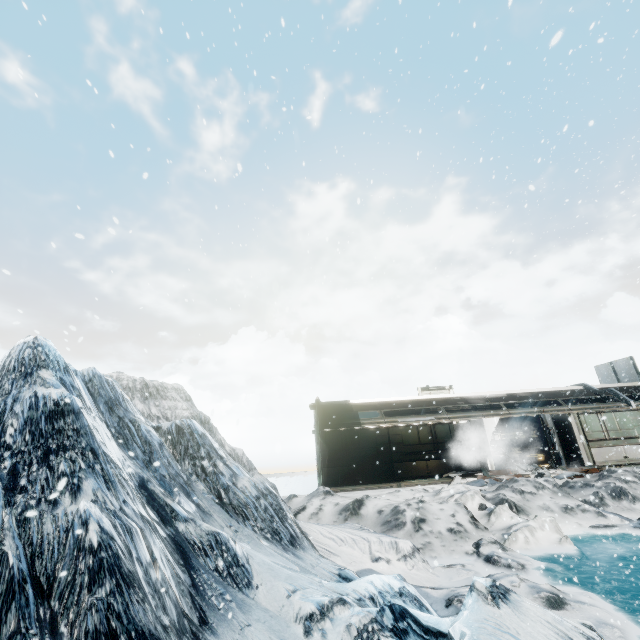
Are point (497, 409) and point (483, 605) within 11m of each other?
no

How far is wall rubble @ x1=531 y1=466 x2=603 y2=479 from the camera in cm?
1489

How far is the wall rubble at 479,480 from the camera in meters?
14.9

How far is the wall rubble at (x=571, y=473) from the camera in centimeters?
1489cm

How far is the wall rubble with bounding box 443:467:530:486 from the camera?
14.9m
